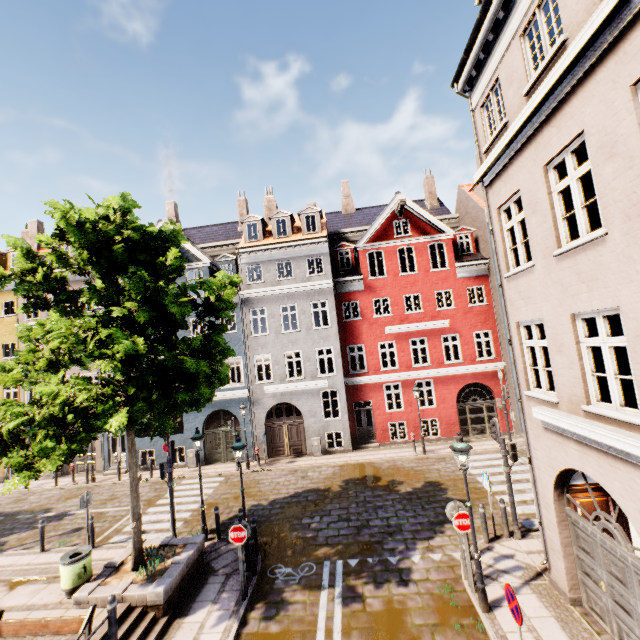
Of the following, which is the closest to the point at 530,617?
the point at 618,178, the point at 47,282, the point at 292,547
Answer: the point at 292,547

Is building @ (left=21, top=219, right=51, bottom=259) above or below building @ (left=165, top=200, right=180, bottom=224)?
below

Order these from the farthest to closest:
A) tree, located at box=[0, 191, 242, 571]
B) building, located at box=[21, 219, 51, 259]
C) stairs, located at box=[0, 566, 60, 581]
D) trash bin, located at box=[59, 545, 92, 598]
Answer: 1. building, located at box=[21, 219, 51, 259]
2. stairs, located at box=[0, 566, 60, 581]
3. trash bin, located at box=[59, 545, 92, 598]
4. tree, located at box=[0, 191, 242, 571]

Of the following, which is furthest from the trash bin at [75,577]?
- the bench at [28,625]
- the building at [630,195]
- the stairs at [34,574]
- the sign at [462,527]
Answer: the building at [630,195]

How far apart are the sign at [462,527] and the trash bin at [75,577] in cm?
991

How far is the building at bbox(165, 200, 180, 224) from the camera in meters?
29.0 m

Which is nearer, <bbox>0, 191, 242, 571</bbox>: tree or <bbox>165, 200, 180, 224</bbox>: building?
<bbox>0, 191, 242, 571</bbox>: tree

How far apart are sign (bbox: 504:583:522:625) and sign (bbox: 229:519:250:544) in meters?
6.1 m
